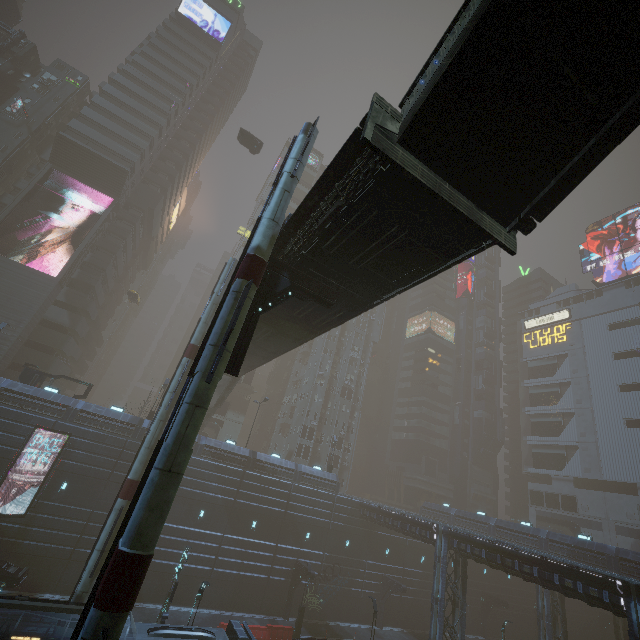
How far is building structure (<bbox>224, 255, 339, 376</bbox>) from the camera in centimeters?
1125cm

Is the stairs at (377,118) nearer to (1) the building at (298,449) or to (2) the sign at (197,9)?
(1) the building at (298,449)

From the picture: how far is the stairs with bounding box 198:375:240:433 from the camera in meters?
35.8 m

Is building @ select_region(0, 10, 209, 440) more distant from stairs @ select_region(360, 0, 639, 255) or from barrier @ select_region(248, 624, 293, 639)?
stairs @ select_region(360, 0, 639, 255)

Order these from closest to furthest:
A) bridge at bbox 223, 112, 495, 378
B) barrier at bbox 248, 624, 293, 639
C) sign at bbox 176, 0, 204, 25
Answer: bridge at bbox 223, 112, 495, 378 < barrier at bbox 248, 624, 293, 639 < sign at bbox 176, 0, 204, 25

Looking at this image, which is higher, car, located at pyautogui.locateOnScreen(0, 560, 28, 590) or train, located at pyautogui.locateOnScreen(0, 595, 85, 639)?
train, located at pyautogui.locateOnScreen(0, 595, 85, 639)

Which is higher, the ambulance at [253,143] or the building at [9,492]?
the ambulance at [253,143]

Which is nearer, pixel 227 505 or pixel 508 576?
pixel 227 505
